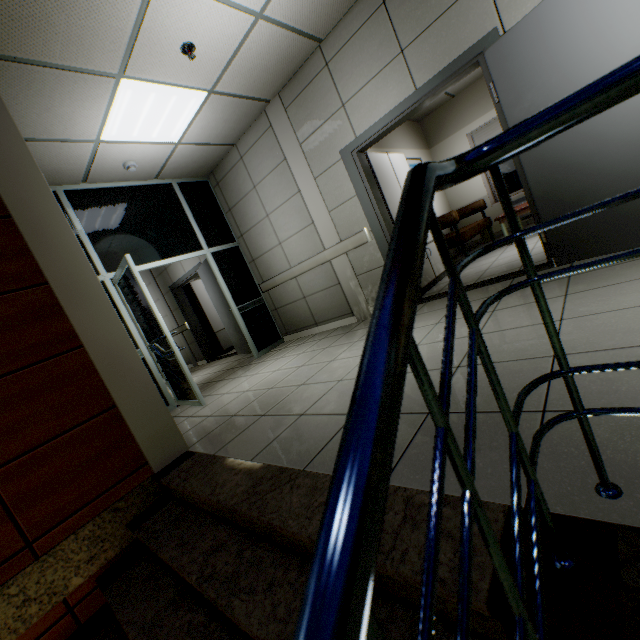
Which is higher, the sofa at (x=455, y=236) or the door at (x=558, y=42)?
the door at (x=558, y=42)

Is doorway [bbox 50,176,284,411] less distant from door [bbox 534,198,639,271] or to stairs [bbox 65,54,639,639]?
stairs [bbox 65,54,639,639]

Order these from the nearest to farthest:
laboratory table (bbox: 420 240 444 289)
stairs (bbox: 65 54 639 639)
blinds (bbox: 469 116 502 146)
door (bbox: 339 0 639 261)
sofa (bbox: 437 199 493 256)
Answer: stairs (bbox: 65 54 639 639) < door (bbox: 339 0 639 261) < laboratory table (bbox: 420 240 444 289) < sofa (bbox: 437 199 493 256) < blinds (bbox: 469 116 502 146)

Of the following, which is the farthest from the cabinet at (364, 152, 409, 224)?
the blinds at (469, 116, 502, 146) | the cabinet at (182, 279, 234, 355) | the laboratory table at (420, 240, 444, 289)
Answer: the cabinet at (182, 279, 234, 355)

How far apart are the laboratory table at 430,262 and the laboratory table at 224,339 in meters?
5.8

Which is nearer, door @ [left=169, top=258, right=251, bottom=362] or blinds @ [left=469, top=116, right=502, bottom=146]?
door @ [left=169, top=258, right=251, bottom=362]

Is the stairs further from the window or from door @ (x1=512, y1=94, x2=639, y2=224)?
the window

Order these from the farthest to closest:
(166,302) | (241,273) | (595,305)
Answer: (166,302) → (241,273) → (595,305)
